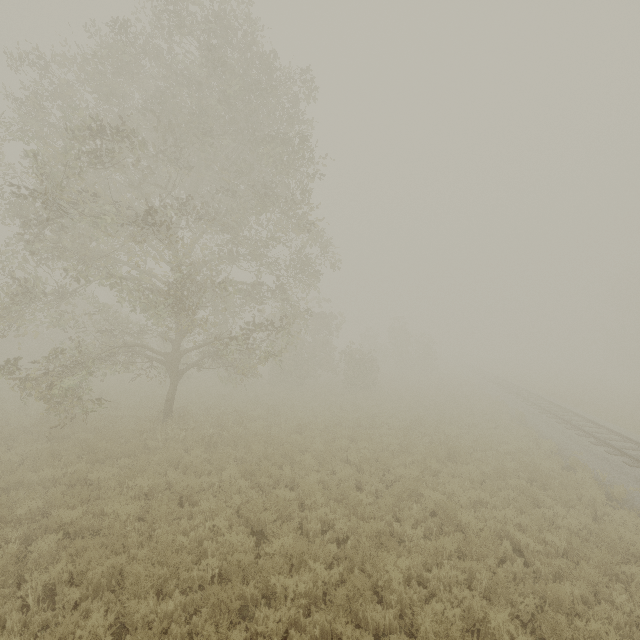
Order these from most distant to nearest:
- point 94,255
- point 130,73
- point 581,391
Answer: point 581,391 → point 94,255 → point 130,73

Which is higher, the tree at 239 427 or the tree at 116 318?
the tree at 116 318

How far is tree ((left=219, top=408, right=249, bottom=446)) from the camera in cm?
1297

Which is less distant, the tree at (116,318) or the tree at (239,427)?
the tree at (116,318)

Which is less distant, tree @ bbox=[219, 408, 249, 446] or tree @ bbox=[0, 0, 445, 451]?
tree @ bbox=[0, 0, 445, 451]

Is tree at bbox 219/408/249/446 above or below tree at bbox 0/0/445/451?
below
